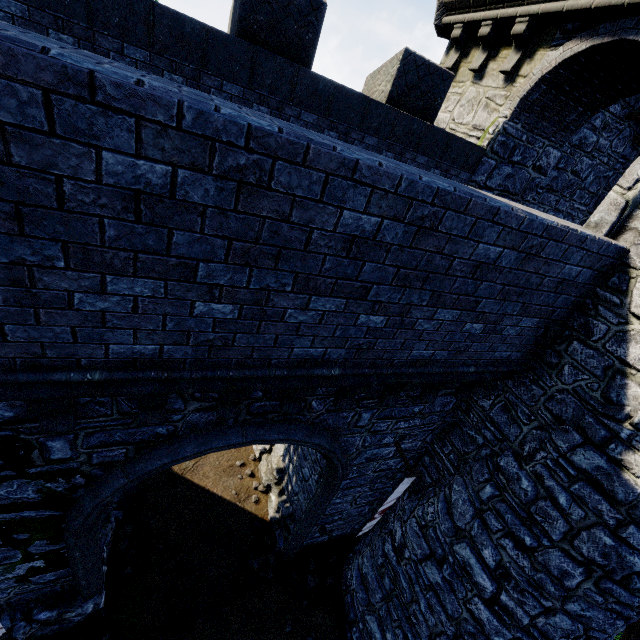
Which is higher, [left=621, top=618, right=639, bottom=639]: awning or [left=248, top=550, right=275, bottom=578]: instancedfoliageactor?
[left=621, top=618, right=639, bottom=639]: awning

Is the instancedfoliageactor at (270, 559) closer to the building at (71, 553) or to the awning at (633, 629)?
the building at (71, 553)

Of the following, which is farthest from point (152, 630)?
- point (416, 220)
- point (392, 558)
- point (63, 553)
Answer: point (416, 220)

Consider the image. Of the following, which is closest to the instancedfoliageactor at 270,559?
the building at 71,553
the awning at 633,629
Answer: the building at 71,553

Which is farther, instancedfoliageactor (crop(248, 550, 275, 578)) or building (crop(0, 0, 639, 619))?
instancedfoliageactor (crop(248, 550, 275, 578))

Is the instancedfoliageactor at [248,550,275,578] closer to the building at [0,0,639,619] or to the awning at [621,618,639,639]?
the building at [0,0,639,619]

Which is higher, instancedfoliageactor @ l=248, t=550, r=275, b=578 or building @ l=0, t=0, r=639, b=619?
building @ l=0, t=0, r=639, b=619

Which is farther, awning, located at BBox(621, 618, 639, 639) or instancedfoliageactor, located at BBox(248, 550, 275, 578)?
instancedfoliageactor, located at BBox(248, 550, 275, 578)
